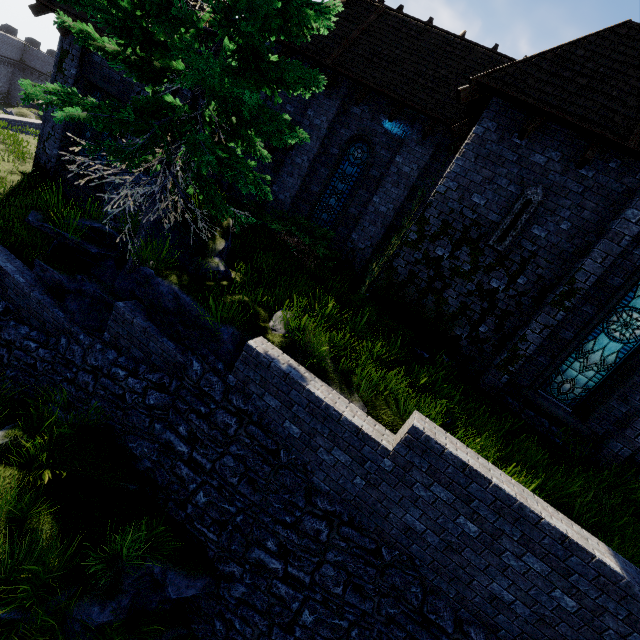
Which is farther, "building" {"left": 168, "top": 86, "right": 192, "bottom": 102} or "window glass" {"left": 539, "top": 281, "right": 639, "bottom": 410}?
"building" {"left": 168, "top": 86, "right": 192, "bottom": 102}

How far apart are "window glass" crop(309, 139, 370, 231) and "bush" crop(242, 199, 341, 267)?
1.6 meters

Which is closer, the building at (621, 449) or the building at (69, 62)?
the building at (621, 449)

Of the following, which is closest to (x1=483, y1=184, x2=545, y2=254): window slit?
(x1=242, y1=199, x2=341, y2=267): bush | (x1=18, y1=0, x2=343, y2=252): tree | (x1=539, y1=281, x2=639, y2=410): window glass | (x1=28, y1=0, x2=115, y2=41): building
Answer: (x1=28, y1=0, x2=115, y2=41): building

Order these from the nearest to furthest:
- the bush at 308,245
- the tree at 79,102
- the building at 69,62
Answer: the tree at 79,102
the bush at 308,245
the building at 69,62

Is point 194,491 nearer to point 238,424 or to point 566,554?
point 238,424

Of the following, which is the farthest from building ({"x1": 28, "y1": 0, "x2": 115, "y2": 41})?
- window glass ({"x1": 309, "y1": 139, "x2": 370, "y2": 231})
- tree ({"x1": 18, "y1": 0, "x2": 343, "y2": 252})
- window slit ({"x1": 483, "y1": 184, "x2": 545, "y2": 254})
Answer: tree ({"x1": 18, "y1": 0, "x2": 343, "y2": 252})
